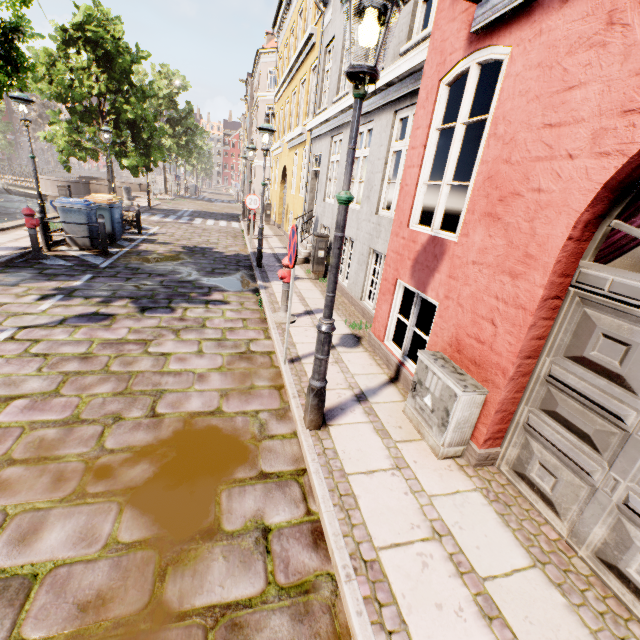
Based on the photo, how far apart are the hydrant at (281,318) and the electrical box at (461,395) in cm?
283

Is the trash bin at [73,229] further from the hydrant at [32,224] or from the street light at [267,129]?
the street light at [267,129]

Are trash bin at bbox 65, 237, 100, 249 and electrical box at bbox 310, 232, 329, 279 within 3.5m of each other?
no

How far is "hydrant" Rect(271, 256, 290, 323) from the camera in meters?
5.7 m

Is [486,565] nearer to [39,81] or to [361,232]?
[361,232]

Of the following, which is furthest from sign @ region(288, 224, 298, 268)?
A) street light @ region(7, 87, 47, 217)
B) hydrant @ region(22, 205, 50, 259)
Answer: street light @ region(7, 87, 47, 217)

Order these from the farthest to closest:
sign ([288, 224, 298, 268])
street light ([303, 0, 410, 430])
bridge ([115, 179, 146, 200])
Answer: bridge ([115, 179, 146, 200]) → sign ([288, 224, 298, 268]) → street light ([303, 0, 410, 430])

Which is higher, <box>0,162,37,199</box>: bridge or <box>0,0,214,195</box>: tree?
<box>0,0,214,195</box>: tree
